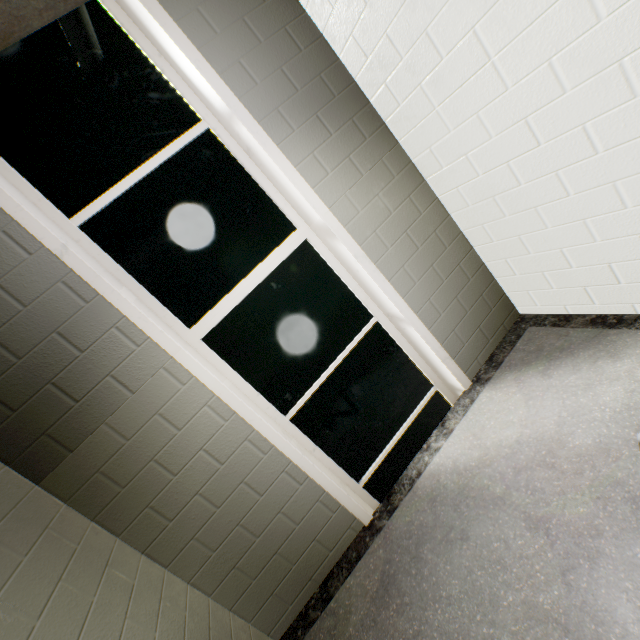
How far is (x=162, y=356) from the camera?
1.8m

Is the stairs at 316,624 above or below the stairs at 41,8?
below

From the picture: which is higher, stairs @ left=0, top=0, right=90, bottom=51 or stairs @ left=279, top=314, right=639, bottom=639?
stairs @ left=0, top=0, right=90, bottom=51
